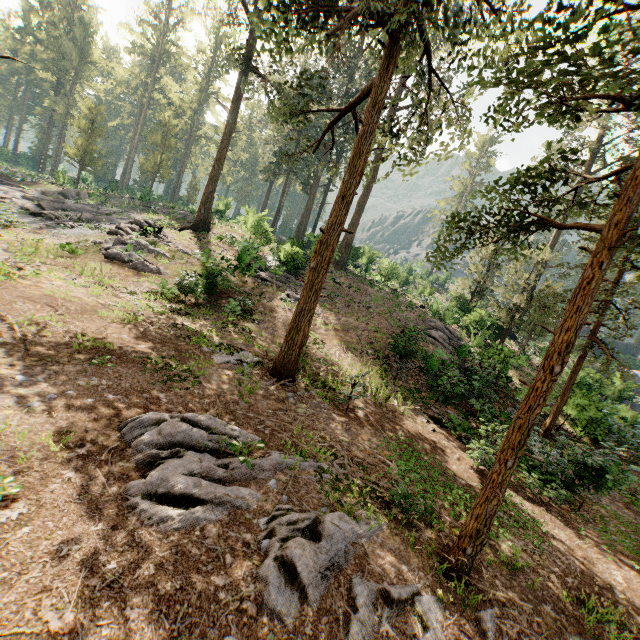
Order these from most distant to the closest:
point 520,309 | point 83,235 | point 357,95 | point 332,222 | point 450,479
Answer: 1. point 520,309
2. point 83,235
3. point 357,95
4. point 332,222
5. point 450,479

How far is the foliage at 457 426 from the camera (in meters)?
11.97

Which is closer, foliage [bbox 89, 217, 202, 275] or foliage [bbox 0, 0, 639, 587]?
foliage [bbox 0, 0, 639, 587]

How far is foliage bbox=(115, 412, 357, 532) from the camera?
4.8m

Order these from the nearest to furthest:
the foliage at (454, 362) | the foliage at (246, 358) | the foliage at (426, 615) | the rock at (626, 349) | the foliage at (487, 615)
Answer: the foliage at (426, 615)
the foliage at (487, 615)
the foliage at (246, 358)
the foliage at (454, 362)
the rock at (626, 349)
